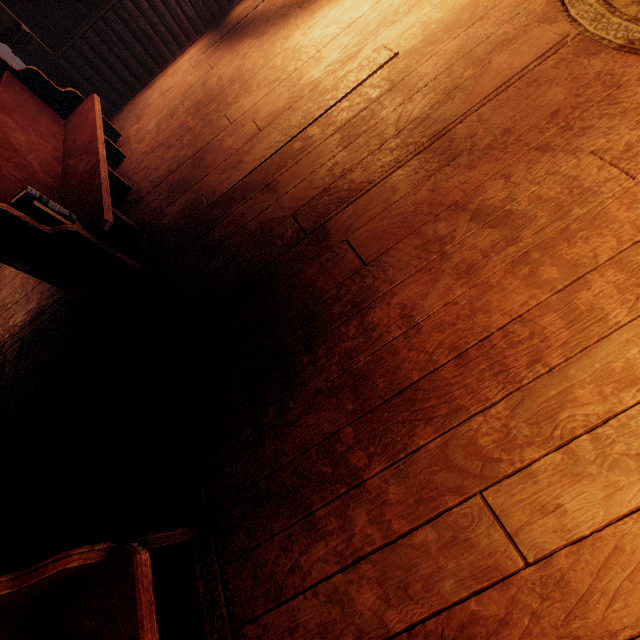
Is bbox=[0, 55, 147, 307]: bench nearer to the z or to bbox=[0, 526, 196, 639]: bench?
bbox=[0, 526, 196, 639]: bench

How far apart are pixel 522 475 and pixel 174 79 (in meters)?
5.82

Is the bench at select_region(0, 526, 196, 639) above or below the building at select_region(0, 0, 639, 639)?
above

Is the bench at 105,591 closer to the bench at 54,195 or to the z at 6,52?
the bench at 54,195

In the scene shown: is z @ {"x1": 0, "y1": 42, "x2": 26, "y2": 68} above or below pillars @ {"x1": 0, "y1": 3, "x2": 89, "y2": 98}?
below

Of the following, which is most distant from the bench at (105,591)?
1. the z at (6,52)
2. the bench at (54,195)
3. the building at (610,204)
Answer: the z at (6,52)

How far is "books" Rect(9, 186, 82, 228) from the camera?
2.2m

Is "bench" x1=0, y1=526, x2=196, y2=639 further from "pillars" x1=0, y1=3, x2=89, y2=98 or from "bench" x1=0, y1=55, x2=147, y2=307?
"pillars" x1=0, y1=3, x2=89, y2=98
